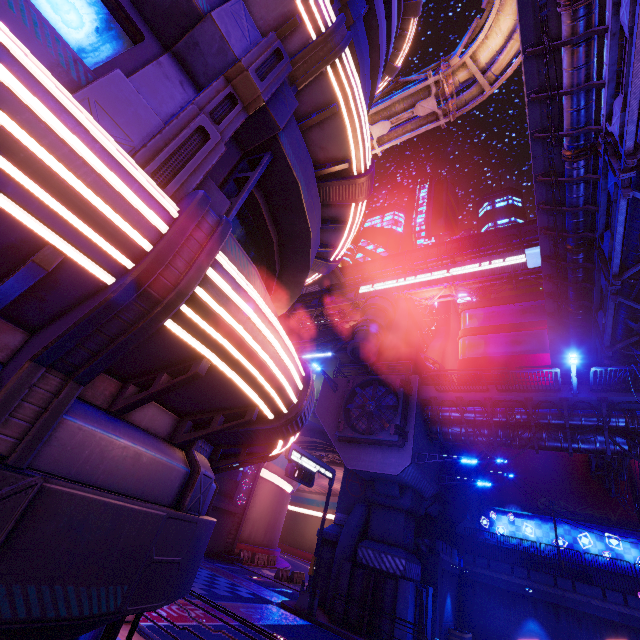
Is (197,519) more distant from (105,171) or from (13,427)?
(105,171)

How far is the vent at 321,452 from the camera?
32.79m

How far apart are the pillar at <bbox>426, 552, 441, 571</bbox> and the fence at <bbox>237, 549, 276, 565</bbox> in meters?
18.7 m

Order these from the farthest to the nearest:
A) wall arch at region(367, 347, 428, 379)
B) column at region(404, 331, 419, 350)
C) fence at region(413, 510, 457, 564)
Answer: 1. column at region(404, 331, 419, 350)
2. wall arch at region(367, 347, 428, 379)
3. fence at region(413, 510, 457, 564)

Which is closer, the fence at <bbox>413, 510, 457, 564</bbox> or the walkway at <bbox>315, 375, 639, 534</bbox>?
the walkway at <bbox>315, 375, 639, 534</bbox>

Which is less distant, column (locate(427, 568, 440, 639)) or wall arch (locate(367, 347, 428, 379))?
column (locate(427, 568, 440, 639))

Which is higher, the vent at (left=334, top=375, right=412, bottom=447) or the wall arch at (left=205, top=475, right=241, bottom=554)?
the vent at (left=334, top=375, right=412, bottom=447)

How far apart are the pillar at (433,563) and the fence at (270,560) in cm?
1875
